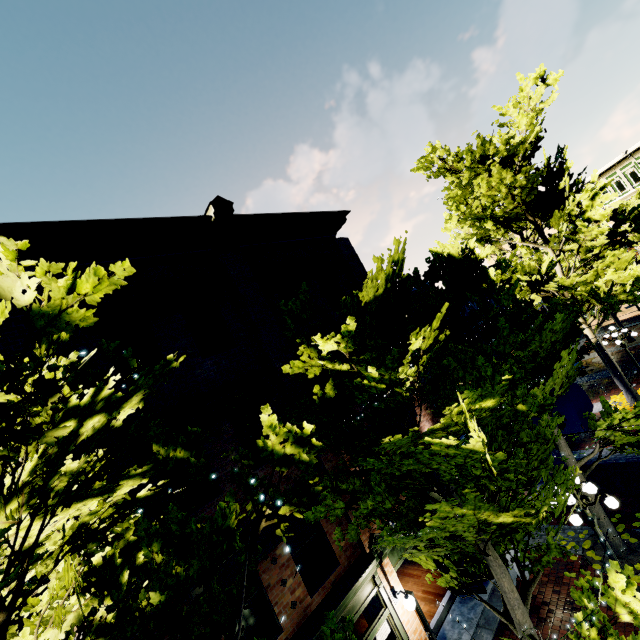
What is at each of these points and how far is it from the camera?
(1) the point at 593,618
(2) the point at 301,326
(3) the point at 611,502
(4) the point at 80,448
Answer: (1) tree, 4.50m
(2) building, 10.28m
(3) light, 7.14m
(4) building, 5.86m

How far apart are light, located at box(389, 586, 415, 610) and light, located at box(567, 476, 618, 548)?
4.08m

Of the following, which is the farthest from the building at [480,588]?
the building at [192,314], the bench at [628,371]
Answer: the building at [192,314]

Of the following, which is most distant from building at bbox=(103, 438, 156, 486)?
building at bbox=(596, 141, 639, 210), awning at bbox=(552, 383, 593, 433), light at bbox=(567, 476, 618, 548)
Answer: building at bbox=(596, 141, 639, 210)

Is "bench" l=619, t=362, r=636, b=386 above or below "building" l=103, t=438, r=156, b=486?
below

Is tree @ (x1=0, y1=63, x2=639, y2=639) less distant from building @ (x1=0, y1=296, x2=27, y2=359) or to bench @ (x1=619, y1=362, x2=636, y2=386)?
building @ (x1=0, y1=296, x2=27, y2=359)

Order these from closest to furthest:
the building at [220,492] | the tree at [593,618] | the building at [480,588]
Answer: the tree at [593,618]
the building at [220,492]
the building at [480,588]

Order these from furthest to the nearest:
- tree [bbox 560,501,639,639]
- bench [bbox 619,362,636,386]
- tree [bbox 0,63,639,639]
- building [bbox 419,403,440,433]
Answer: bench [bbox 619,362,636,386], building [bbox 419,403,440,433], tree [bbox 560,501,639,639], tree [bbox 0,63,639,639]
